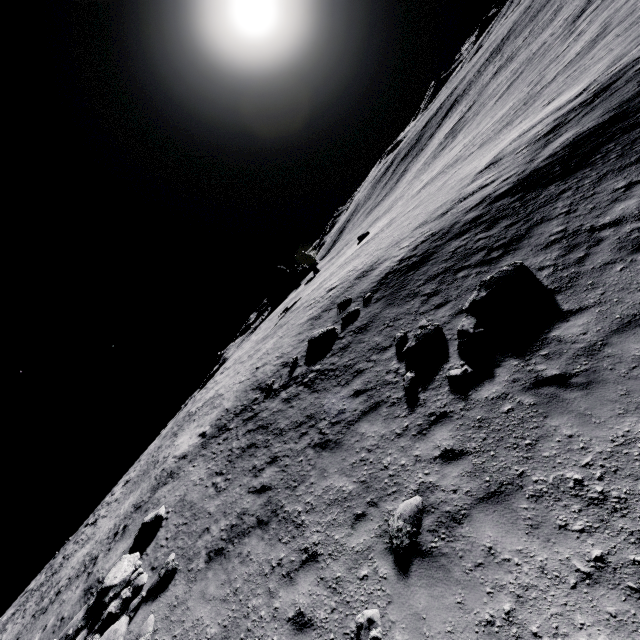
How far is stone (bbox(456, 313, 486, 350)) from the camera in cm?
845

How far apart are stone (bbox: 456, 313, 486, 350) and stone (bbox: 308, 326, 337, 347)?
6.9 meters

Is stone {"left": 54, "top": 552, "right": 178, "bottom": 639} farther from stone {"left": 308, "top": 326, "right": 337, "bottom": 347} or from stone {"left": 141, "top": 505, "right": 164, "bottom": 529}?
stone {"left": 308, "top": 326, "right": 337, "bottom": 347}

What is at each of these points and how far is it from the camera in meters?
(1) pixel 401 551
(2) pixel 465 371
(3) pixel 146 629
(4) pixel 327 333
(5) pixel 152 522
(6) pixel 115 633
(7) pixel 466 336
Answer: (1) stone, 5.7 m
(2) stone, 7.9 m
(3) stone, 8.2 m
(4) stone, 15.8 m
(5) stone, 12.3 m
(6) stone, 8.6 m
(7) stone, 8.6 m

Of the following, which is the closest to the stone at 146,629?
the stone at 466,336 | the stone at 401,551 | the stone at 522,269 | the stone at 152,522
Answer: the stone at 152,522

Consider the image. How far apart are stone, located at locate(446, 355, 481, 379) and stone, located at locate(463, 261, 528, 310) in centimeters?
169cm

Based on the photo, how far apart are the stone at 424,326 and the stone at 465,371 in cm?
149

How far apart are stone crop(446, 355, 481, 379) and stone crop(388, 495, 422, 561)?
3.0m
